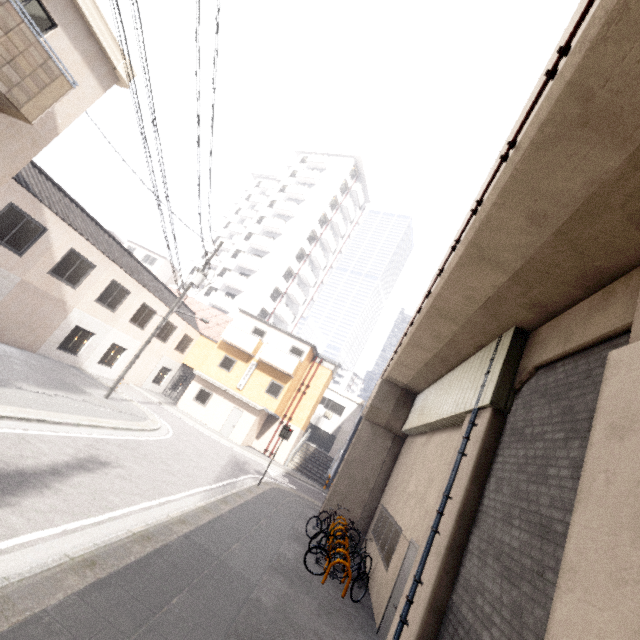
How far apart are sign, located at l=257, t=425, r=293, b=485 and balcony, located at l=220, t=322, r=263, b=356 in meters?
10.2

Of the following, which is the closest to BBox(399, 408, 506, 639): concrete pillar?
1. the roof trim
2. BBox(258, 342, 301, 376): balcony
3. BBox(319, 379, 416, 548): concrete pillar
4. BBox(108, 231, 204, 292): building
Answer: BBox(319, 379, 416, 548): concrete pillar

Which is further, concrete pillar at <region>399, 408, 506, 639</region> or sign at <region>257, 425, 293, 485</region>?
sign at <region>257, 425, 293, 485</region>

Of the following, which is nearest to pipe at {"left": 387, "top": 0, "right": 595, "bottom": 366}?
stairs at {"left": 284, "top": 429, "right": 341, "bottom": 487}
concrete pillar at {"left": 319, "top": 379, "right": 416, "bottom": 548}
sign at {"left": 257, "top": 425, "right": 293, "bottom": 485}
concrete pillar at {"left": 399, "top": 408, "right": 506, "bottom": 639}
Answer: concrete pillar at {"left": 319, "top": 379, "right": 416, "bottom": 548}

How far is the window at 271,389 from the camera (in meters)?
24.44

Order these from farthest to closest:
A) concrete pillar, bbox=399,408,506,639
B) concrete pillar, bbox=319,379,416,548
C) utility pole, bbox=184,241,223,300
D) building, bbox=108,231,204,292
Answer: building, bbox=108,231,204,292 < utility pole, bbox=184,241,223,300 < concrete pillar, bbox=319,379,416,548 < concrete pillar, bbox=399,408,506,639

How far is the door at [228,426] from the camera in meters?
23.7

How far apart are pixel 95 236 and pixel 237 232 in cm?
3025
